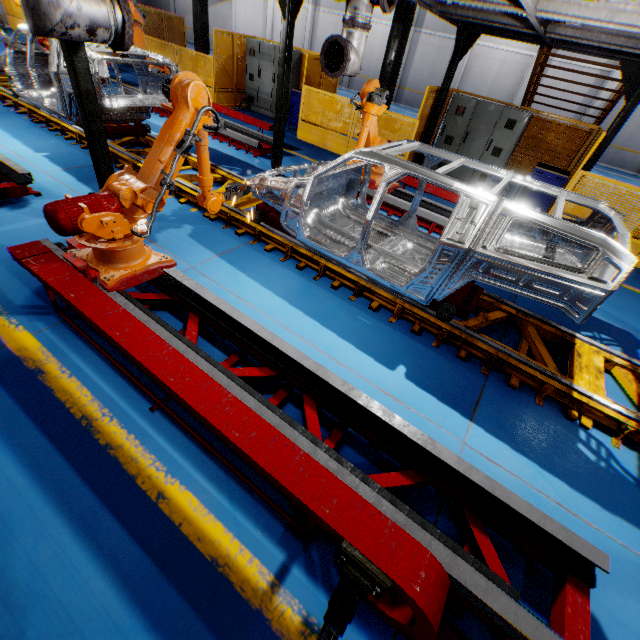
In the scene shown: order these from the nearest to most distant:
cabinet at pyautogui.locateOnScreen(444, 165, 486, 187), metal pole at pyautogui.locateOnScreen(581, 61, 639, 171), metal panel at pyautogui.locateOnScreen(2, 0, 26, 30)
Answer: metal pole at pyautogui.locateOnScreen(581, 61, 639, 171) < cabinet at pyautogui.locateOnScreen(444, 165, 486, 187) < metal panel at pyautogui.locateOnScreen(2, 0, 26, 30)

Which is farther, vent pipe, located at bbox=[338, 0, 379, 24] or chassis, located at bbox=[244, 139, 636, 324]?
vent pipe, located at bbox=[338, 0, 379, 24]

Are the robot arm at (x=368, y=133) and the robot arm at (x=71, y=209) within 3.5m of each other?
yes

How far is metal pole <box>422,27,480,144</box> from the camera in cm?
757

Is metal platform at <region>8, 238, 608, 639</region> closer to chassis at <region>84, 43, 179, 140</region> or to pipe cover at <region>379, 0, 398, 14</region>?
chassis at <region>84, 43, 179, 140</region>

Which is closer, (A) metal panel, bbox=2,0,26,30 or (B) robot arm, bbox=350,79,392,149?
(B) robot arm, bbox=350,79,392,149

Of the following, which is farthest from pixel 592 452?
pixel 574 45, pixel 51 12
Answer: pixel 574 45

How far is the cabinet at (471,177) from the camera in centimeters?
950cm
